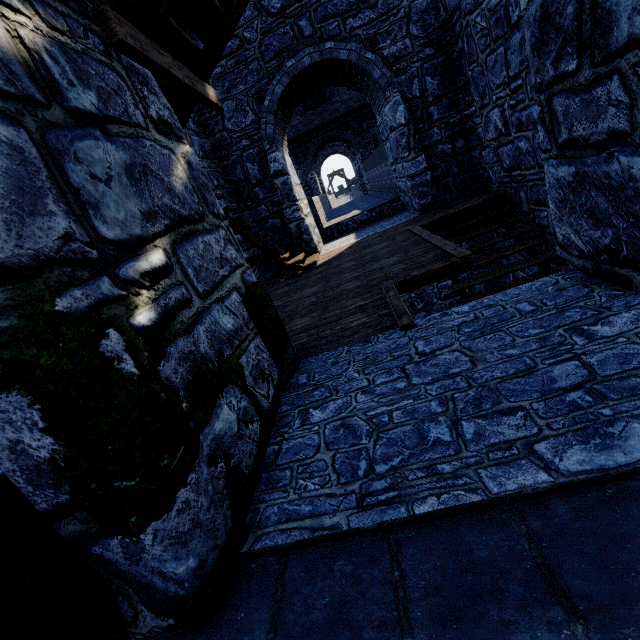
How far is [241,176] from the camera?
8.37m
